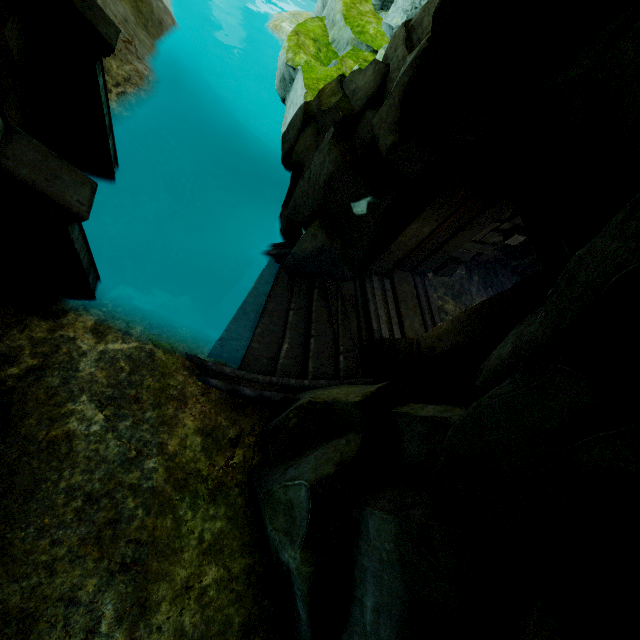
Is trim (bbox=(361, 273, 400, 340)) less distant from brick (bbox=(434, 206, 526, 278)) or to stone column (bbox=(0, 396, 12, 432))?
brick (bbox=(434, 206, 526, 278))

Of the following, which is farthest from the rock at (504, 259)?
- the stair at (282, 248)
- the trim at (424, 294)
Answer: the trim at (424, 294)

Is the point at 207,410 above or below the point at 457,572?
below

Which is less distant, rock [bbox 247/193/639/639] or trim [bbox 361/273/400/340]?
rock [bbox 247/193/639/639]

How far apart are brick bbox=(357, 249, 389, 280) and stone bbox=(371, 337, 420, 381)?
1.6m

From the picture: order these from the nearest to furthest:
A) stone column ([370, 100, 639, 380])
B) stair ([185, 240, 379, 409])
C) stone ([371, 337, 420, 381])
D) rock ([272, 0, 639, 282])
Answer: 1. rock ([272, 0, 639, 282])
2. stone column ([370, 100, 639, 380])
3. stone ([371, 337, 420, 381])
4. stair ([185, 240, 379, 409])

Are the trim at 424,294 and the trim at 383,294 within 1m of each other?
yes

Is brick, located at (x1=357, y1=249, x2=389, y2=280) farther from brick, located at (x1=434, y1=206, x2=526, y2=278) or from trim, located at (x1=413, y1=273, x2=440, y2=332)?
brick, located at (x1=434, y1=206, x2=526, y2=278)
